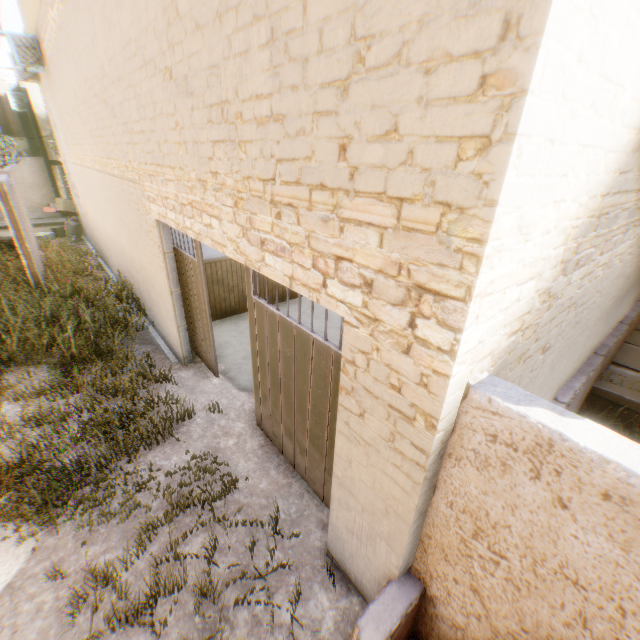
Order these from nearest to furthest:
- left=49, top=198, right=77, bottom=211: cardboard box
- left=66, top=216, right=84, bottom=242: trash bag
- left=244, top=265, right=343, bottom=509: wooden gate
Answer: left=244, top=265, right=343, bottom=509: wooden gate
left=66, top=216, right=84, bottom=242: trash bag
left=49, top=198, right=77, bottom=211: cardboard box

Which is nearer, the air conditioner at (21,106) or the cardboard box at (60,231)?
the cardboard box at (60,231)

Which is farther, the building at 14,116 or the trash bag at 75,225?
the building at 14,116

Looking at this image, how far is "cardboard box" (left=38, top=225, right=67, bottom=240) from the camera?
15.2 meters

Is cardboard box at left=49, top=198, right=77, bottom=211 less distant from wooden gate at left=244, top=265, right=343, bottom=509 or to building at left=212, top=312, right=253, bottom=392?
building at left=212, top=312, right=253, bottom=392

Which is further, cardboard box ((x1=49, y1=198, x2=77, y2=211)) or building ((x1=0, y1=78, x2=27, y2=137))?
building ((x1=0, y1=78, x2=27, y2=137))

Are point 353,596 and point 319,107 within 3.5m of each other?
no

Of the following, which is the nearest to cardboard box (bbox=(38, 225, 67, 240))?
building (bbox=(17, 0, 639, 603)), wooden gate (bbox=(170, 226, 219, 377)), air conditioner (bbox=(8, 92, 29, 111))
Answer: building (bbox=(17, 0, 639, 603))
